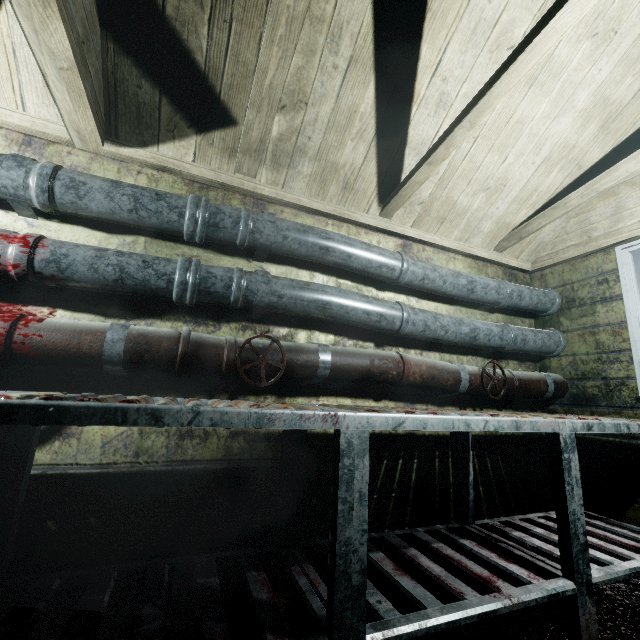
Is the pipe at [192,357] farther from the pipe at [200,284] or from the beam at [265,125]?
the beam at [265,125]

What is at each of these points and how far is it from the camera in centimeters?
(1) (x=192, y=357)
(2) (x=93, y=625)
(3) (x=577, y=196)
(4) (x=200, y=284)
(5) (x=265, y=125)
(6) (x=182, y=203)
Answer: (1) pipe, 140cm
(2) table, 86cm
(3) beam, 199cm
(4) pipe, 147cm
(5) beam, 152cm
(6) pipe, 150cm

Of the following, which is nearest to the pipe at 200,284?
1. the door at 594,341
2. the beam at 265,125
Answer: the door at 594,341

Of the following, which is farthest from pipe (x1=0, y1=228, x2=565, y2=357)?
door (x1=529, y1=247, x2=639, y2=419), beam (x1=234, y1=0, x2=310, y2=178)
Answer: beam (x1=234, y1=0, x2=310, y2=178)

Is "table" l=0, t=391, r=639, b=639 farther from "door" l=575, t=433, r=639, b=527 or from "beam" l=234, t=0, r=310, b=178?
"beam" l=234, t=0, r=310, b=178

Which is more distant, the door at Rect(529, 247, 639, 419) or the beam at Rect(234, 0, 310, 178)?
the door at Rect(529, 247, 639, 419)

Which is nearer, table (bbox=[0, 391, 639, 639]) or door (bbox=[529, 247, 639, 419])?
table (bbox=[0, 391, 639, 639])
